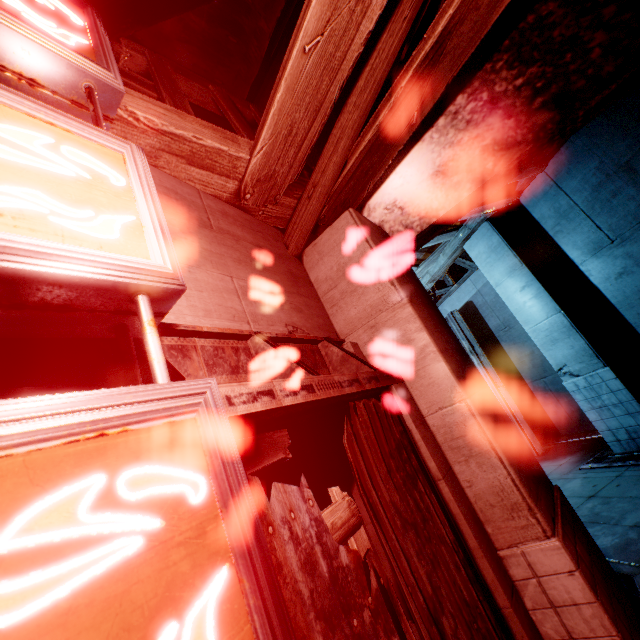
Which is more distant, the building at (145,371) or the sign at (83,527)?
the building at (145,371)

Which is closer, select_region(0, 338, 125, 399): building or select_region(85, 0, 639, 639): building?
select_region(0, 338, 125, 399): building

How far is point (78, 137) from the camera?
1.1 meters

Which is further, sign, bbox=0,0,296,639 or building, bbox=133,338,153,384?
building, bbox=133,338,153,384

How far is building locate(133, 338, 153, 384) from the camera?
1.4 meters
